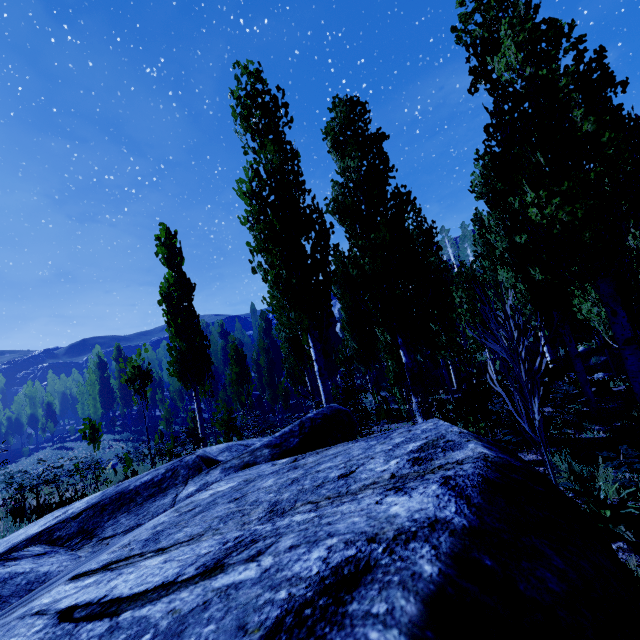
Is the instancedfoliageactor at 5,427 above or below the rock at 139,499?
above

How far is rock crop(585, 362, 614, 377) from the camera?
19.3 meters

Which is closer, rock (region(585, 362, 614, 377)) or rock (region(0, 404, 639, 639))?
rock (region(0, 404, 639, 639))

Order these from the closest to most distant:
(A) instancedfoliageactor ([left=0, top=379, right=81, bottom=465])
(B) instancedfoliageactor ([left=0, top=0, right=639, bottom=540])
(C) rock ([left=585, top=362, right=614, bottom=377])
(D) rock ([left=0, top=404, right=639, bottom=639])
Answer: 1. (D) rock ([left=0, top=404, right=639, bottom=639])
2. (B) instancedfoliageactor ([left=0, top=0, right=639, bottom=540])
3. (C) rock ([left=585, top=362, right=614, bottom=377])
4. (A) instancedfoliageactor ([left=0, top=379, right=81, bottom=465])

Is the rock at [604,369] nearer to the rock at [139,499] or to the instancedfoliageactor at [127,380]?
the instancedfoliageactor at [127,380]

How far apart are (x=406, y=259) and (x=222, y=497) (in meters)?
10.48

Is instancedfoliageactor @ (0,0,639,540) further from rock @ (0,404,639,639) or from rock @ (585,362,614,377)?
rock @ (585,362,614,377)
